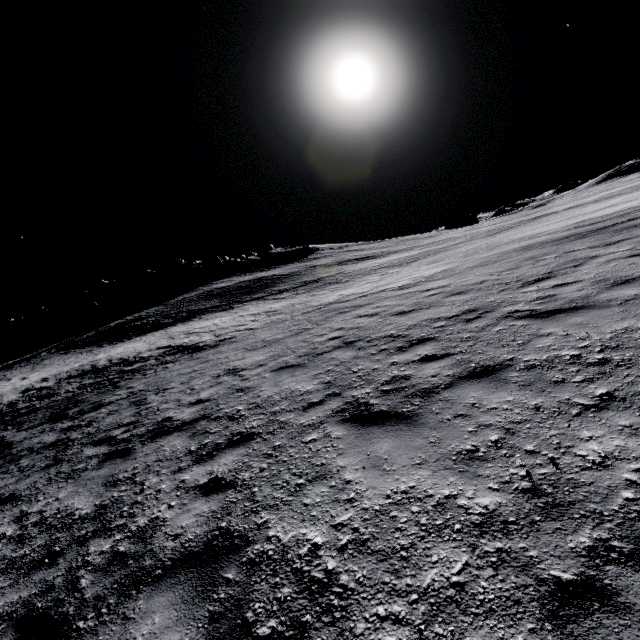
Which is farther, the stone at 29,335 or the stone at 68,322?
the stone at 68,322

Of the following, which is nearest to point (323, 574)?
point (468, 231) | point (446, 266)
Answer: point (446, 266)

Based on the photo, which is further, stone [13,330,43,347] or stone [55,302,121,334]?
stone [55,302,121,334]

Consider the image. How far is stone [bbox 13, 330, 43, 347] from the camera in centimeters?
5206cm

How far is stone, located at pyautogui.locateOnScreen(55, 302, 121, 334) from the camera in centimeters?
5412cm

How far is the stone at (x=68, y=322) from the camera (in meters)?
54.12
